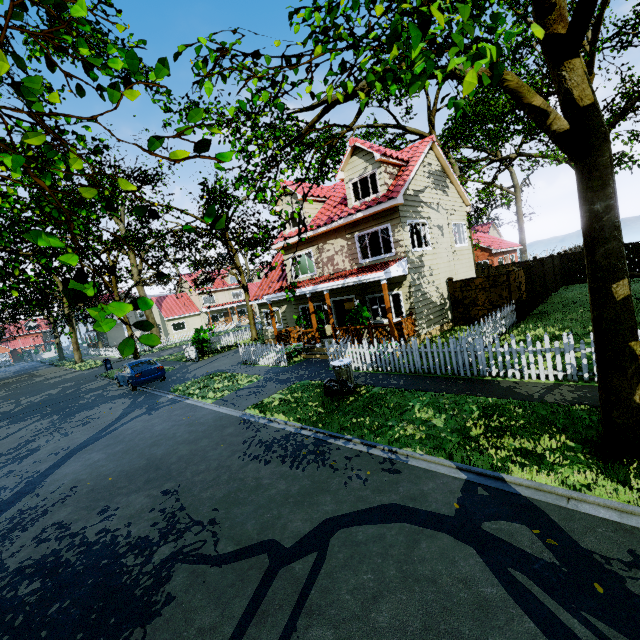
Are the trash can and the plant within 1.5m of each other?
no

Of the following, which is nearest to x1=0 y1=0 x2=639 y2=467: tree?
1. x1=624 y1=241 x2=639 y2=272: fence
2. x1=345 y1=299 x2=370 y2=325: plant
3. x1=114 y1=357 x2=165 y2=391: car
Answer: x1=624 y1=241 x2=639 y2=272: fence

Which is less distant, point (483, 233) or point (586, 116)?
point (586, 116)

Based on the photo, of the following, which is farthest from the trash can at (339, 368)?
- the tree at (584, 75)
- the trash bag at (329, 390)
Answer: the tree at (584, 75)

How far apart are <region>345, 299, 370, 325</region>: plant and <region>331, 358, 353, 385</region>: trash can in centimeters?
377cm

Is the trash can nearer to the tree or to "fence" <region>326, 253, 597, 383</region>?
"fence" <region>326, 253, 597, 383</region>

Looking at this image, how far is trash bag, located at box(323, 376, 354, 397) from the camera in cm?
970

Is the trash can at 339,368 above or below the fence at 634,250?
below
